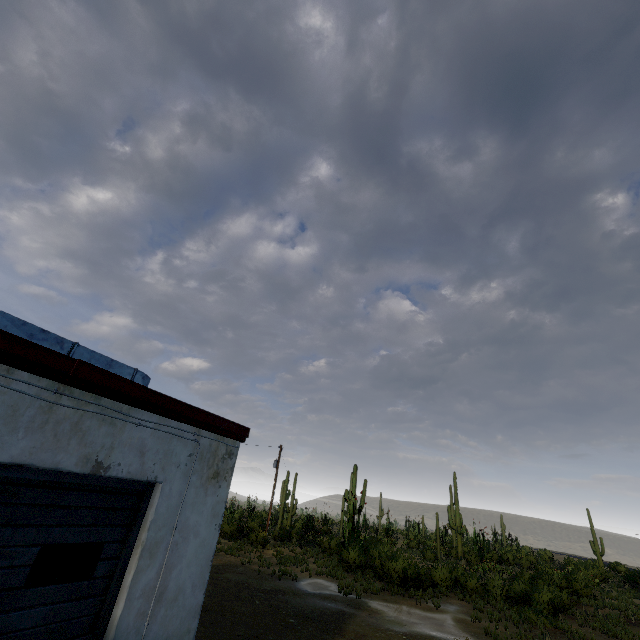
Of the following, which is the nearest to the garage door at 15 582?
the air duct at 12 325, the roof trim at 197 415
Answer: the roof trim at 197 415

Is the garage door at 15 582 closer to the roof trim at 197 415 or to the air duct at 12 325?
the roof trim at 197 415

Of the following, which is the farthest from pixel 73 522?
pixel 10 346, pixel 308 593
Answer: pixel 308 593

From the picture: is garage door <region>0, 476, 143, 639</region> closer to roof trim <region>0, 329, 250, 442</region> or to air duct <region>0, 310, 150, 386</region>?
roof trim <region>0, 329, 250, 442</region>

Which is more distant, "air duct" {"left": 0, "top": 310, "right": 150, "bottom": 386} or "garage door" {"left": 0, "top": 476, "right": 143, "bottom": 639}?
"air duct" {"left": 0, "top": 310, "right": 150, "bottom": 386}

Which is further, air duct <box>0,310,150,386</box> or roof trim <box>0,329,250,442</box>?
air duct <box>0,310,150,386</box>

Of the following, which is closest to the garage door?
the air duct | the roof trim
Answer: the roof trim
